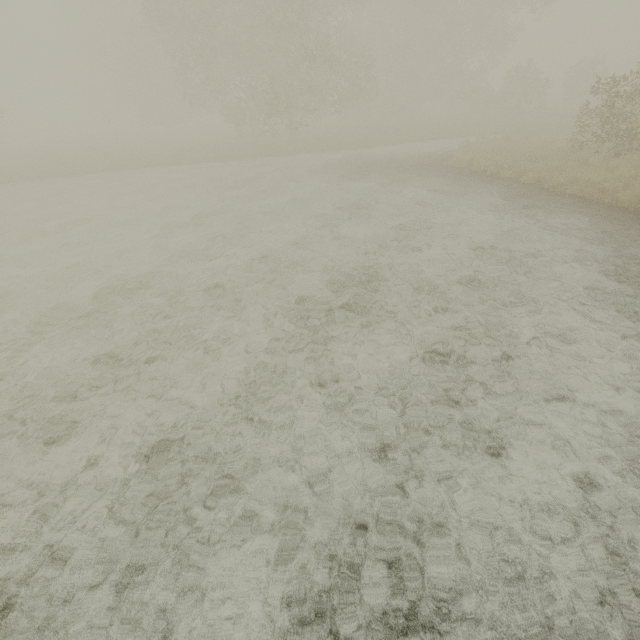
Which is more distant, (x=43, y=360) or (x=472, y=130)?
(x=472, y=130)
